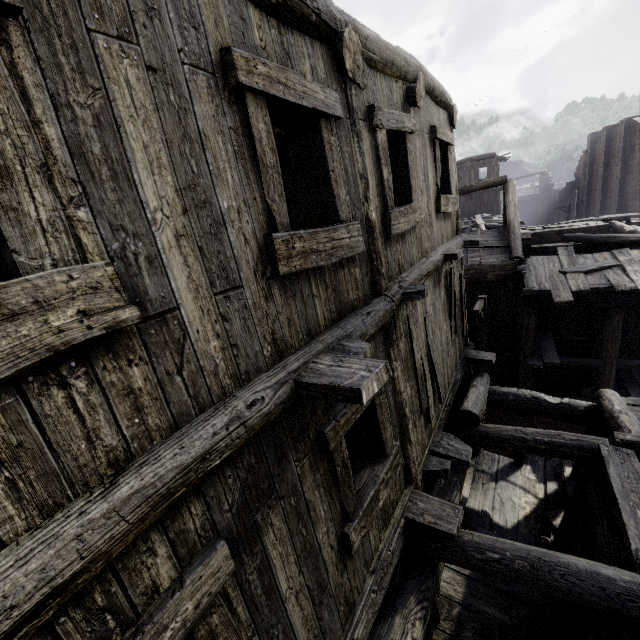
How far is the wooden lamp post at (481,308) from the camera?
11.4 meters

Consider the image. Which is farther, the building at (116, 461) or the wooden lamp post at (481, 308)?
the wooden lamp post at (481, 308)

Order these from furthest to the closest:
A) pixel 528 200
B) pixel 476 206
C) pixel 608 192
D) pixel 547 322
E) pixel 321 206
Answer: pixel 528 200 < pixel 476 206 < pixel 608 192 < pixel 547 322 < pixel 321 206

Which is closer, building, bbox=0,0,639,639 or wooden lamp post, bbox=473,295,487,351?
building, bbox=0,0,639,639

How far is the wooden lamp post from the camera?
11.4 meters
